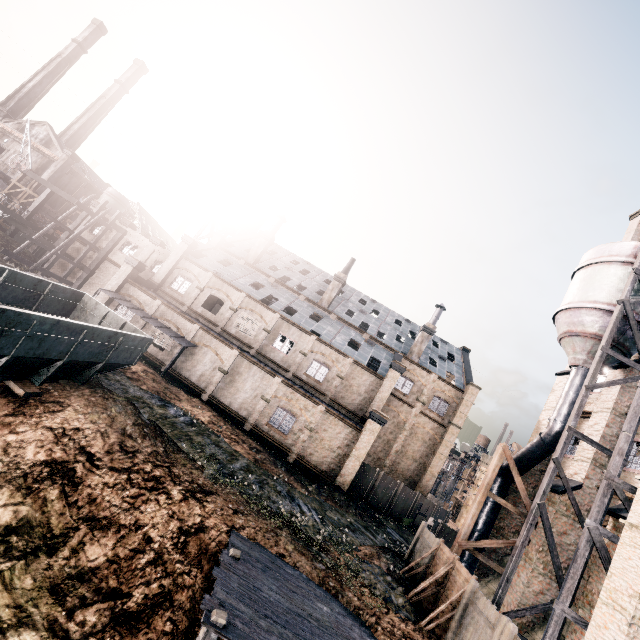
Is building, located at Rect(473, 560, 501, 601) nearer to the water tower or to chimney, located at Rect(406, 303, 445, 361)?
chimney, located at Rect(406, 303, 445, 361)

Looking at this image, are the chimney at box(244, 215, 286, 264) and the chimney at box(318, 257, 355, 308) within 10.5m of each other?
yes

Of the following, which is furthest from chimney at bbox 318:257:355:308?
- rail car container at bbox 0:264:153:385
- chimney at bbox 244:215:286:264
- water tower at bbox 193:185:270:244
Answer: rail car container at bbox 0:264:153:385

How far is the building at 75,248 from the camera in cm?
3838

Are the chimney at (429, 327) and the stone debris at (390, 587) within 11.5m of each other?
no

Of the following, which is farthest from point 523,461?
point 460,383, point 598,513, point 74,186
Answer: point 74,186

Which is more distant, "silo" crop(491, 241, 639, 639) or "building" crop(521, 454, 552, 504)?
"building" crop(521, 454, 552, 504)

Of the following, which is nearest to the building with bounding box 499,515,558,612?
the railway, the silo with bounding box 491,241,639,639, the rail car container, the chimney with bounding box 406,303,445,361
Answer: the silo with bounding box 491,241,639,639
